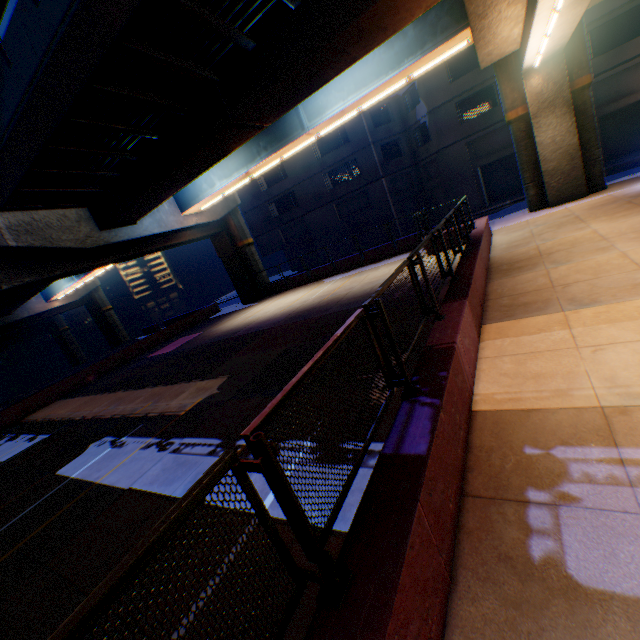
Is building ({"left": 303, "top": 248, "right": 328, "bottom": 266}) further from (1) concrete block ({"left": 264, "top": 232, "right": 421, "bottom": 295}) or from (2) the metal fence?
(2) the metal fence

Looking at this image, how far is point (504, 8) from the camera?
8.8m

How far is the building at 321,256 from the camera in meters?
35.2 m

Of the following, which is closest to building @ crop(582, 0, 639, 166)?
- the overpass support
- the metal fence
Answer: the overpass support

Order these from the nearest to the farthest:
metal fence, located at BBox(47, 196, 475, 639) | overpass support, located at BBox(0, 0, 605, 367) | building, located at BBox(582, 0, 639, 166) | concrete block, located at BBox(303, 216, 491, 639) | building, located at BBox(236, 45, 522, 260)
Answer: metal fence, located at BBox(47, 196, 475, 639) < concrete block, located at BBox(303, 216, 491, 639) < overpass support, located at BBox(0, 0, 605, 367) < building, located at BBox(582, 0, 639, 166) < building, located at BBox(236, 45, 522, 260)

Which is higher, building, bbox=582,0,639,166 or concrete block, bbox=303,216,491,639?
building, bbox=582,0,639,166

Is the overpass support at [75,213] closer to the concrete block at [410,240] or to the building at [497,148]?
the concrete block at [410,240]

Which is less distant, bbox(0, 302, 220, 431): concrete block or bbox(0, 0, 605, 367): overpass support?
bbox(0, 0, 605, 367): overpass support
